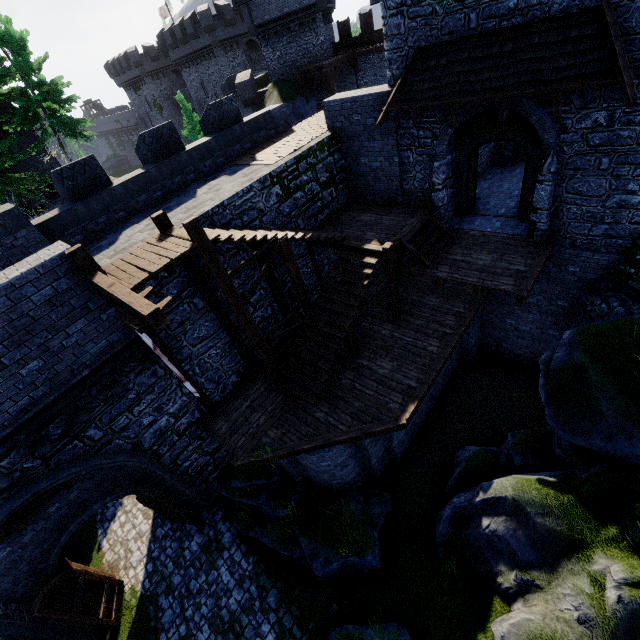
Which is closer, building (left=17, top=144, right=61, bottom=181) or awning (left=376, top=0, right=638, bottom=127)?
awning (left=376, top=0, right=638, bottom=127)

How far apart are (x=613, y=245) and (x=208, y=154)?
14.0m

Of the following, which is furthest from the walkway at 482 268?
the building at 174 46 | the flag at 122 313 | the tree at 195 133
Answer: the building at 174 46

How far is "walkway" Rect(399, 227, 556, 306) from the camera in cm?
933

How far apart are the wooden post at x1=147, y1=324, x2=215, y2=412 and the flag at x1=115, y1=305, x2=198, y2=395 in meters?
2.3 m

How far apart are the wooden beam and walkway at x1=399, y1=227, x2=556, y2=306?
8.0m

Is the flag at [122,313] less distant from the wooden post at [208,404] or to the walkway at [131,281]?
the walkway at [131,281]

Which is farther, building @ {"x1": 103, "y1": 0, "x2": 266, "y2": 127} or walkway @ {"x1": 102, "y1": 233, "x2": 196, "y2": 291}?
building @ {"x1": 103, "y1": 0, "x2": 266, "y2": 127}
